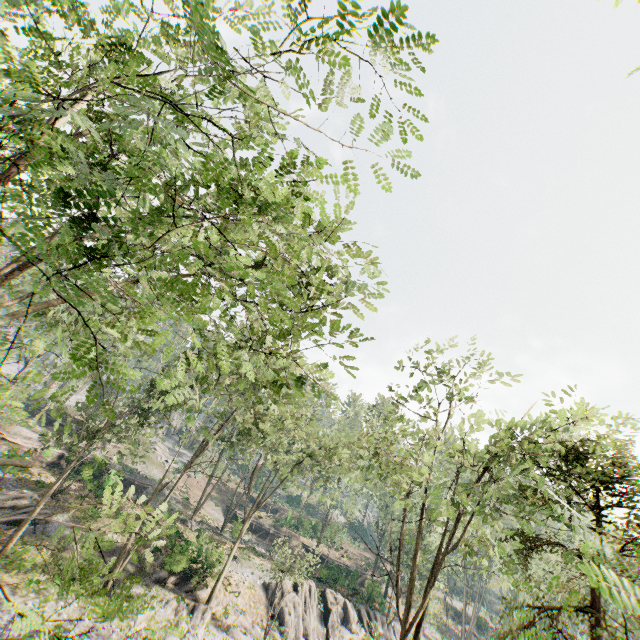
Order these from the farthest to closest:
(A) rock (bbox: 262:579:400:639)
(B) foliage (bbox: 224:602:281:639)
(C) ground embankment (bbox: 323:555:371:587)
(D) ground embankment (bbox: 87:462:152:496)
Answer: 1. (C) ground embankment (bbox: 323:555:371:587)
2. (D) ground embankment (bbox: 87:462:152:496)
3. (A) rock (bbox: 262:579:400:639)
4. (B) foliage (bbox: 224:602:281:639)

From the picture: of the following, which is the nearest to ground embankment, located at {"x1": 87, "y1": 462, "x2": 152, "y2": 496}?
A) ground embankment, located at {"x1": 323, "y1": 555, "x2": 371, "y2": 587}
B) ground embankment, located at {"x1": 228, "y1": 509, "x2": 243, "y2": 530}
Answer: ground embankment, located at {"x1": 228, "y1": 509, "x2": 243, "y2": 530}

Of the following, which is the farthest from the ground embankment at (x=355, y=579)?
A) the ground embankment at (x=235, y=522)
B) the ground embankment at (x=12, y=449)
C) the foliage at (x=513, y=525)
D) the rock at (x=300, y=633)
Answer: the ground embankment at (x=12, y=449)

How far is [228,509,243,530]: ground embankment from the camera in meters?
33.9 m

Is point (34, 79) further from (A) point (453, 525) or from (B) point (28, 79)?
(A) point (453, 525)

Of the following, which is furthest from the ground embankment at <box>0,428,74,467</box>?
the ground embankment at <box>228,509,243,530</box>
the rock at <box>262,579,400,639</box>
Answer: the rock at <box>262,579,400,639</box>

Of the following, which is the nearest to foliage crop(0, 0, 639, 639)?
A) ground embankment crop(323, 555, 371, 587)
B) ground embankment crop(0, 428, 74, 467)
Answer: ground embankment crop(323, 555, 371, 587)

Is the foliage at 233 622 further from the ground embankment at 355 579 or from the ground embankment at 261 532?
the ground embankment at 261 532
